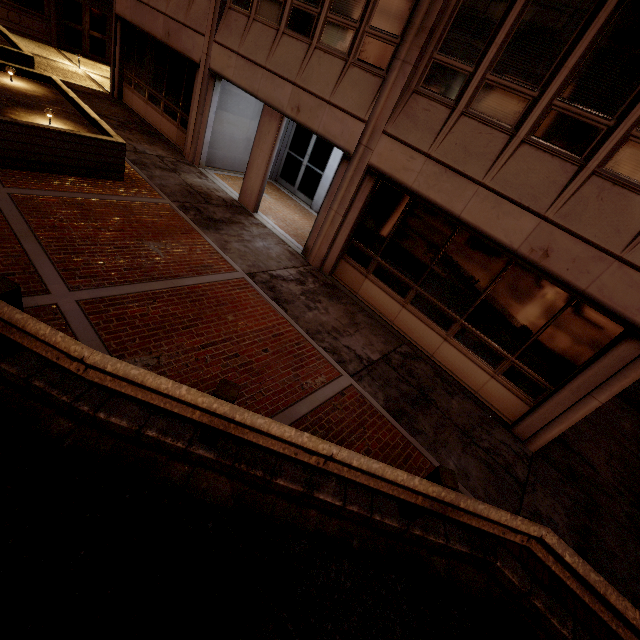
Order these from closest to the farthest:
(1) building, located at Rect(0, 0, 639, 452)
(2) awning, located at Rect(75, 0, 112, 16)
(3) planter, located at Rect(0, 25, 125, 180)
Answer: (1) building, located at Rect(0, 0, 639, 452) → (3) planter, located at Rect(0, 25, 125, 180) → (2) awning, located at Rect(75, 0, 112, 16)

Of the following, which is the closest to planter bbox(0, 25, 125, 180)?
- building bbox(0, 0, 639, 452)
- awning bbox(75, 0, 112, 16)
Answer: building bbox(0, 0, 639, 452)

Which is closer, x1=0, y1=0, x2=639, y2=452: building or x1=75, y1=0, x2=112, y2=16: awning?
x1=0, y1=0, x2=639, y2=452: building

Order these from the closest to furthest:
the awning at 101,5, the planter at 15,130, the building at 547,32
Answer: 1. the building at 547,32
2. the planter at 15,130
3. the awning at 101,5

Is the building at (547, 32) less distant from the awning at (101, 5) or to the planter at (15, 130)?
the planter at (15, 130)

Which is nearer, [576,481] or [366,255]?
[576,481]

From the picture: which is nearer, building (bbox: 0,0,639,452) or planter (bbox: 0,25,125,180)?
building (bbox: 0,0,639,452)
